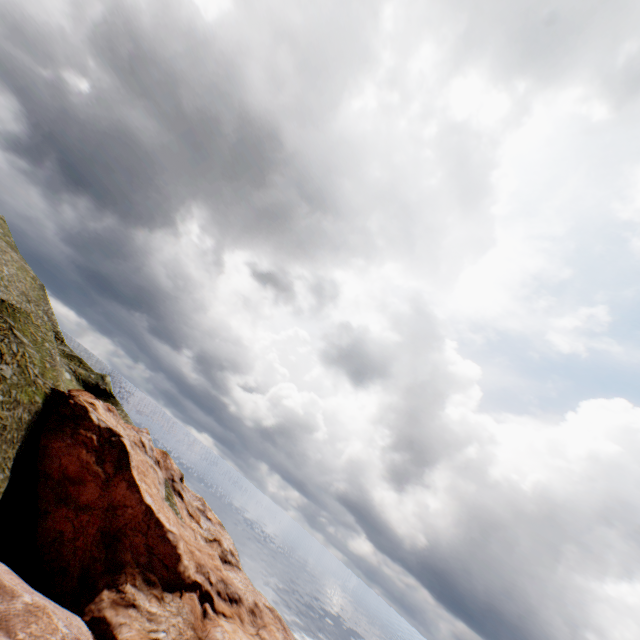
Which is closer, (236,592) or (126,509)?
(126,509)
